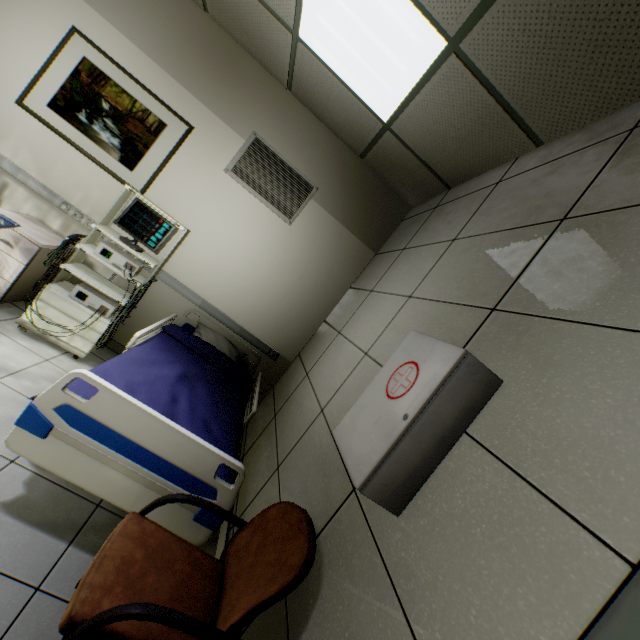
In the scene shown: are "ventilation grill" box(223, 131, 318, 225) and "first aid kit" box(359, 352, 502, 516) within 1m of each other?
no

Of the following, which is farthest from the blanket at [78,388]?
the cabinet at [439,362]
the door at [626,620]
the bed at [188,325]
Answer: the door at [626,620]

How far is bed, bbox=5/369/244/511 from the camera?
1.42m

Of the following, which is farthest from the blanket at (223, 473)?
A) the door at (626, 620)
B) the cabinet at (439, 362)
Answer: the door at (626, 620)

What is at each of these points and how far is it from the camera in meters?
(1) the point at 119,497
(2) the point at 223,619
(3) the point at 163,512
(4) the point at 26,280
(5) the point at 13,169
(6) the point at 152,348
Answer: (1) bed, 1.5 m
(2) chair, 1.2 m
(3) bed, 1.6 m
(4) nightstand, 2.8 m
(5) cable duct, 3.0 m
(6) blanket, 2.5 m

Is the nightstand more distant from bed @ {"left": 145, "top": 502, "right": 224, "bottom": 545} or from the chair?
the chair

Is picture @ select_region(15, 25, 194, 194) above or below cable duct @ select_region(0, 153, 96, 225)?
above
